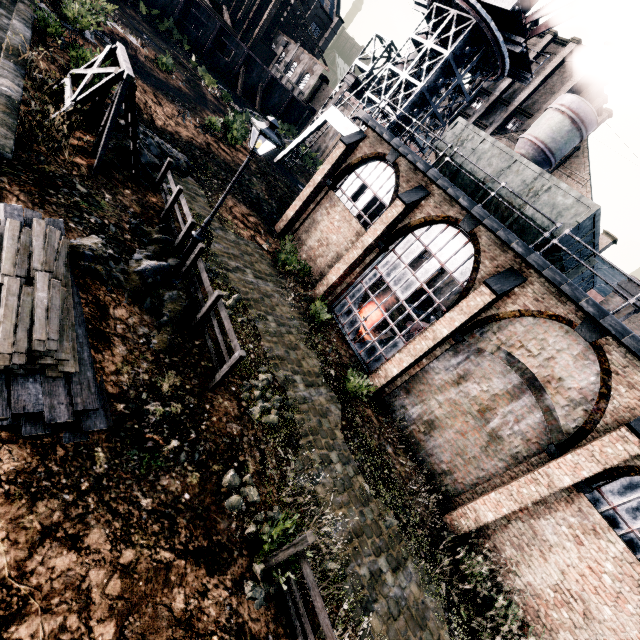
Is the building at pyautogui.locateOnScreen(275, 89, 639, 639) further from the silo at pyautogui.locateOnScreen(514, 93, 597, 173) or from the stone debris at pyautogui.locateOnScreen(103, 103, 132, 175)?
the silo at pyautogui.locateOnScreen(514, 93, 597, 173)

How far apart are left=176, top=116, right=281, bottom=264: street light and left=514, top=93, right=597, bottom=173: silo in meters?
37.4

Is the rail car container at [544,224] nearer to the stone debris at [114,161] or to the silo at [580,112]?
the stone debris at [114,161]

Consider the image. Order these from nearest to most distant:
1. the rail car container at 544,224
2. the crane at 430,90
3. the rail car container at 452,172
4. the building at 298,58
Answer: the rail car container at 544,224 < the rail car container at 452,172 < the crane at 430,90 < the building at 298,58

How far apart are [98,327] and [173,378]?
2.1m

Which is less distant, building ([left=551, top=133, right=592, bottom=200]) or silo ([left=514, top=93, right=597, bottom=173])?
silo ([left=514, top=93, right=597, bottom=173])

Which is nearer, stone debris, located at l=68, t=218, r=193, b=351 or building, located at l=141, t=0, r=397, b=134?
stone debris, located at l=68, t=218, r=193, b=351

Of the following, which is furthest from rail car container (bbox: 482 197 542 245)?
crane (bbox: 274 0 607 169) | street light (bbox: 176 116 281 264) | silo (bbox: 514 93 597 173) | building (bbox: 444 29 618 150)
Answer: building (bbox: 444 29 618 150)
